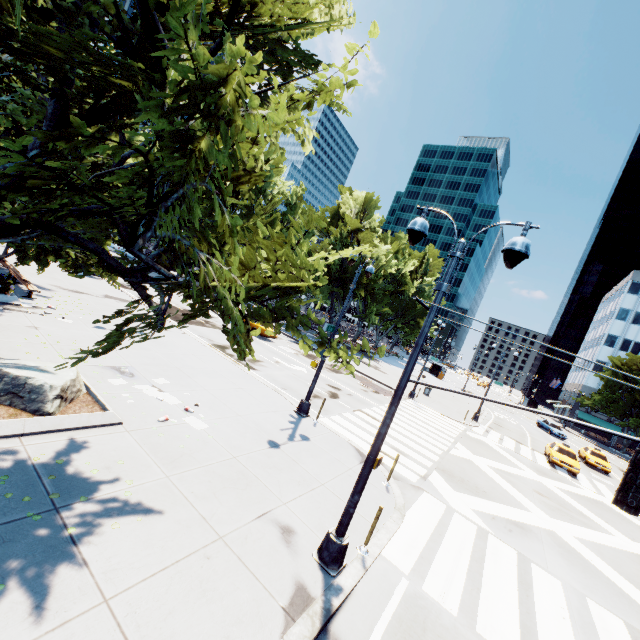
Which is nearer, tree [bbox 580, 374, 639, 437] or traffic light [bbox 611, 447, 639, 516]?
traffic light [bbox 611, 447, 639, 516]

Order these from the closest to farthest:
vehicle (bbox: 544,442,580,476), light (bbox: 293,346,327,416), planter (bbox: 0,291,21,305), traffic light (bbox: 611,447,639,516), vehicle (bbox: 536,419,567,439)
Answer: traffic light (bbox: 611,447,639,516) < planter (bbox: 0,291,21,305) < light (bbox: 293,346,327,416) < vehicle (bbox: 544,442,580,476) < vehicle (bbox: 536,419,567,439)

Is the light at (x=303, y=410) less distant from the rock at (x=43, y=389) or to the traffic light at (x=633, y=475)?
the rock at (x=43, y=389)

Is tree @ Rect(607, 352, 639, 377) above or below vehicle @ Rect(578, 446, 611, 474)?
above

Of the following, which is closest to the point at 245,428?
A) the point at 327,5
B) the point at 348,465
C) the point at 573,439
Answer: the point at 348,465

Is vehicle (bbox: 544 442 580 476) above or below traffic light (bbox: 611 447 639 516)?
below

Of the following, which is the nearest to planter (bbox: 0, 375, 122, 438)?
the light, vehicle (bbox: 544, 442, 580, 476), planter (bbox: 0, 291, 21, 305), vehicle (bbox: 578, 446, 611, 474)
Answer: planter (bbox: 0, 291, 21, 305)

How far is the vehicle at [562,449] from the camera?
22.98m
